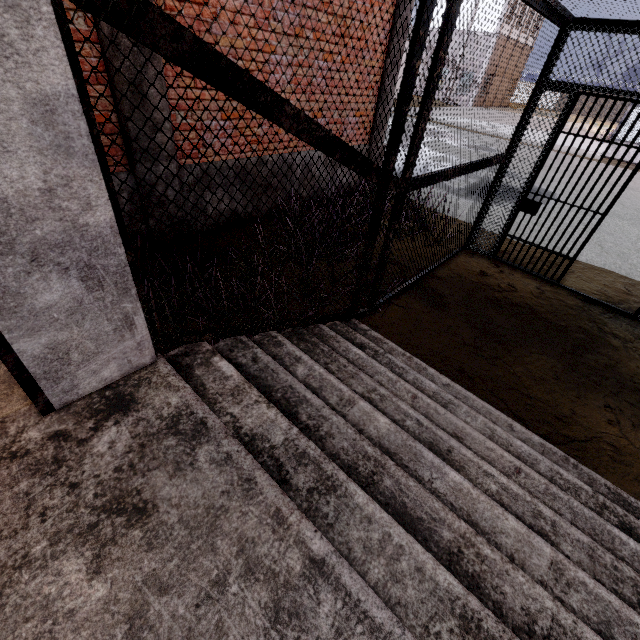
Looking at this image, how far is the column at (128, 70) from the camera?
3.31m

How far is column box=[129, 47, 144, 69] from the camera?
3.31m

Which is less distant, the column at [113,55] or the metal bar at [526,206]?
the column at [113,55]

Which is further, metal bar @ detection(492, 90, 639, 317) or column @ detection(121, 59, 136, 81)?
metal bar @ detection(492, 90, 639, 317)

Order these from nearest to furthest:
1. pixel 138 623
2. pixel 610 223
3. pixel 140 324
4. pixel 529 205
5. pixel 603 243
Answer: pixel 138 623 → pixel 140 324 → pixel 529 205 → pixel 603 243 → pixel 610 223

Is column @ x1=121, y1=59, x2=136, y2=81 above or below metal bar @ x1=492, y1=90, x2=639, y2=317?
above
